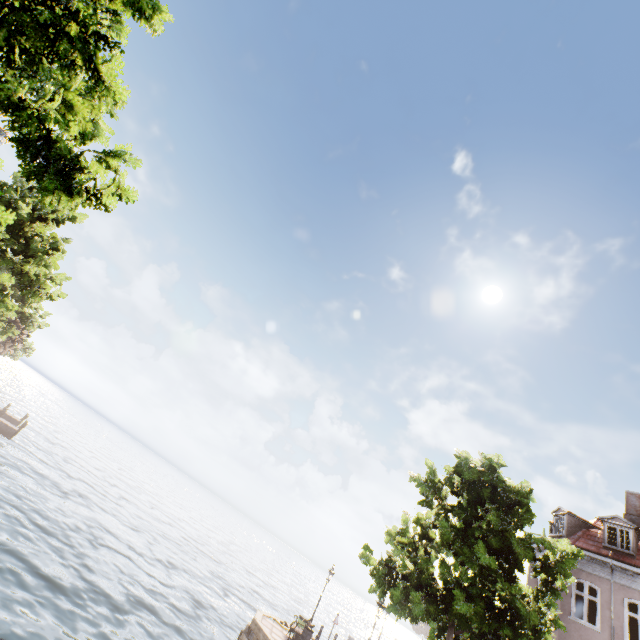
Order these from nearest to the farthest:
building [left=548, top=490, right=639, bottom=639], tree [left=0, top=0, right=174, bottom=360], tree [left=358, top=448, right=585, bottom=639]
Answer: Answer: tree [left=0, top=0, right=174, bottom=360], tree [left=358, top=448, right=585, bottom=639], building [left=548, top=490, right=639, bottom=639]

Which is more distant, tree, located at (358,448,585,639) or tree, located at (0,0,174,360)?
tree, located at (358,448,585,639)

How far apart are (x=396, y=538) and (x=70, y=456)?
47.8m

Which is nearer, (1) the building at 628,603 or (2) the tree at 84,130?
(2) the tree at 84,130

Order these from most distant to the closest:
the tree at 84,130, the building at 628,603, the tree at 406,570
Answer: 1. the building at 628,603
2. the tree at 406,570
3. the tree at 84,130

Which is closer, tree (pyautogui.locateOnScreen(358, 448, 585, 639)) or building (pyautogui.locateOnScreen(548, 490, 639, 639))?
tree (pyautogui.locateOnScreen(358, 448, 585, 639))
